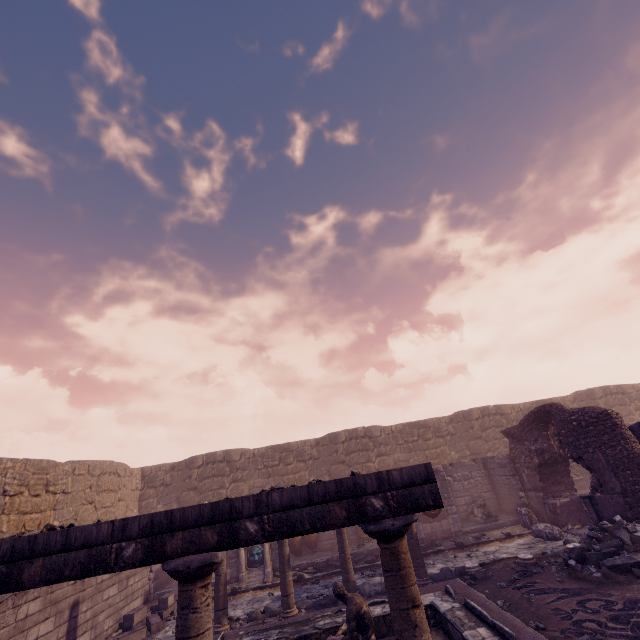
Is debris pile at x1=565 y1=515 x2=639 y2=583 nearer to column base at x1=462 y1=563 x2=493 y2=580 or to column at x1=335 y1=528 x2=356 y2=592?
column base at x1=462 y1=563 x2=493 y2=580

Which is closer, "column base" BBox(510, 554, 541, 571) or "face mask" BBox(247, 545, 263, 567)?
"column base" BBox(510, 554, 541, 571)

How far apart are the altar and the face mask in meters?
0.0 m

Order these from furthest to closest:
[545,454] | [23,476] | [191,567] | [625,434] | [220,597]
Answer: [545,454], [23,476], [625,434], [220,597], [191,567]

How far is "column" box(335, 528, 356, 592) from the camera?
8.09m

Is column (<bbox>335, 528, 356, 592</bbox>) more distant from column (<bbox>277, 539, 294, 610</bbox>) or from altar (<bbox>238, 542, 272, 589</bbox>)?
altar (<bbox>238, 542, 272, 589</bbox>)

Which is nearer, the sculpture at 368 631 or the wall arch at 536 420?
the sculpture at 368 631

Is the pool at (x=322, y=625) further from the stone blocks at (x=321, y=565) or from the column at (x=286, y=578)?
the stone blocks at (x=321, y=565)
